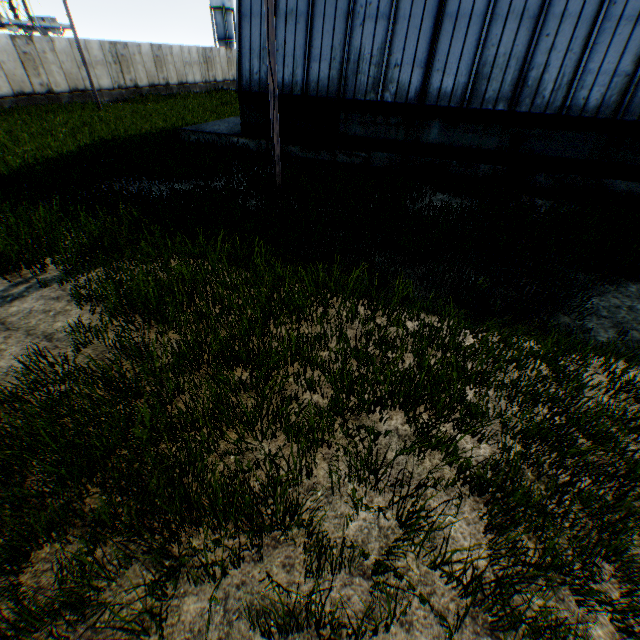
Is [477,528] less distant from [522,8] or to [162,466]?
[162,466]

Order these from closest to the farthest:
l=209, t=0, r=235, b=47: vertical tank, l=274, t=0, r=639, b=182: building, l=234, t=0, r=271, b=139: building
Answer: l=274, t=0, r=639, b=182: building
l=234, t=0, r=271, b=139: building
l=209, t=0, r=235, b=47: vertical tank

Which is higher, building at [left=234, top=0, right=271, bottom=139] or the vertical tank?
the vertical tank

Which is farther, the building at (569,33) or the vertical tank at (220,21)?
the vertical tank at (220,21)

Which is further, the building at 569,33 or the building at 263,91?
the building at 263,91

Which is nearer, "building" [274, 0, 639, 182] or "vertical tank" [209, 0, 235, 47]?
"building" [274, 0, 639, 182]
